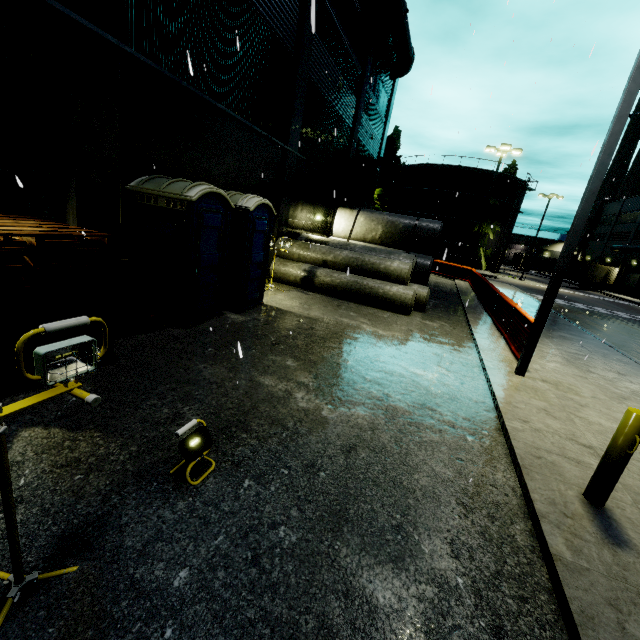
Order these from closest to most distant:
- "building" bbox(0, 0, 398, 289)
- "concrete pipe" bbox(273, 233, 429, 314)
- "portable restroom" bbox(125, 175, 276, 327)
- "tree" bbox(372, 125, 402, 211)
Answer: "building" bbox(0, 0, 398, 289) < "portable restroom" bbox(125, 175, 276, 327) < "concrete pipe" bbox(273, 233, 429, 314) < "tree" bbox(372, 125, 402, 211)

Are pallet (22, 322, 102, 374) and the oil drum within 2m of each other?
yes

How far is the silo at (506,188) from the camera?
40.4 meters

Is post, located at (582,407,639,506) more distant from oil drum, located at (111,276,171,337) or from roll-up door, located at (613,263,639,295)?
roll-up door, located at (613,263,639,295)

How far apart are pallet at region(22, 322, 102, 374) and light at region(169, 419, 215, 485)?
2.4m

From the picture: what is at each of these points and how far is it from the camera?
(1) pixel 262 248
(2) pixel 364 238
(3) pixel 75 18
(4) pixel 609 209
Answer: (1) portable restroom, 8.99m
(2) concrete pipe stack, 17.30m
(3) building, 5.17m
(4) building, 58.88m

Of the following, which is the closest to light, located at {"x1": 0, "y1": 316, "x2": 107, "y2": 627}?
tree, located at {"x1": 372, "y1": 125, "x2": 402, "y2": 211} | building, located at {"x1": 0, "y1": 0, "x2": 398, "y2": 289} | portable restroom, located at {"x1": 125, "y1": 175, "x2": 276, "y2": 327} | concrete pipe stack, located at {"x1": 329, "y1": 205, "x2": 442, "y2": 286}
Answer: portable restroom, located at {"x1": 125, "y1": 175, "x2": 276, "y2": 327}

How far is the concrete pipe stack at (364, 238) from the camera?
16.0m
